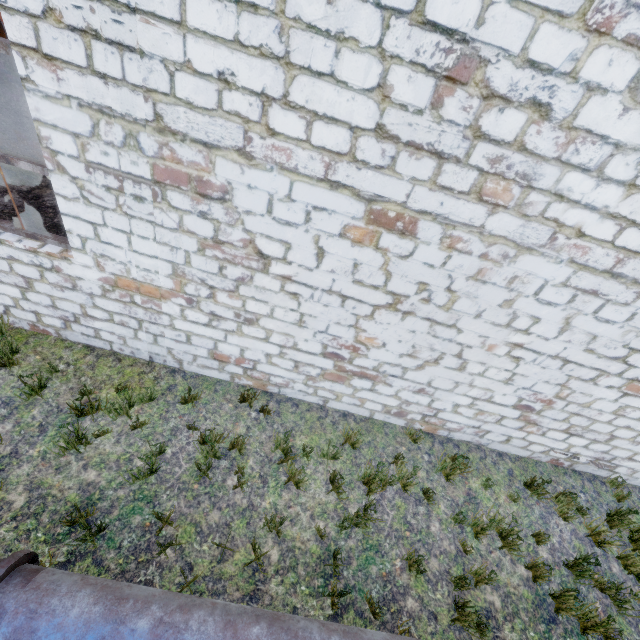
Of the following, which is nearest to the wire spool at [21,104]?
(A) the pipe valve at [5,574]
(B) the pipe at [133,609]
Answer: (B) the pipe at [133,609]

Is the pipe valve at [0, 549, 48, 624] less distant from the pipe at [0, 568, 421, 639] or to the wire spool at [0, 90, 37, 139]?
the pipe at [0, 568, 421, 639]

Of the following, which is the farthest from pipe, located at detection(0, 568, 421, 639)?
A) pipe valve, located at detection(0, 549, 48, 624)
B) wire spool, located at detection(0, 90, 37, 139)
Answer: wire spool, located at detection(0, 90, 37, 139)

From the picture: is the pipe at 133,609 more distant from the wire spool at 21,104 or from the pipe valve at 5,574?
the wire spool at 21,104

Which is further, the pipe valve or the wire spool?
the wire spool

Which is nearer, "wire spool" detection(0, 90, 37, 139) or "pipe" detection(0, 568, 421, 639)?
"pipe" detection(0, 568, 421, 639)

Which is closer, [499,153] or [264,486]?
[499,153]
